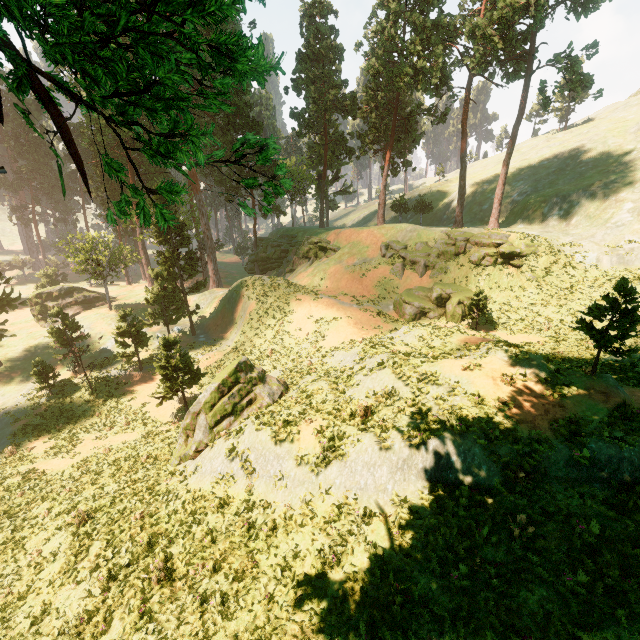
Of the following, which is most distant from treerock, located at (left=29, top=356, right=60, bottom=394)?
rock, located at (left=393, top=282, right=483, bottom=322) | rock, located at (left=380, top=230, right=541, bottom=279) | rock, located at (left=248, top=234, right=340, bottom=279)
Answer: rock, located at (left=393, top=282, right=483, bottom=322)

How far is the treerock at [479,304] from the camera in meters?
26.2

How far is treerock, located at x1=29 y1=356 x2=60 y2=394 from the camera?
26.02m

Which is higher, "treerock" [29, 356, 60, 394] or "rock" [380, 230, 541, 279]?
"rock" [380, 230, 541, 279]

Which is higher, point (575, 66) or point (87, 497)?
point (575, 66)

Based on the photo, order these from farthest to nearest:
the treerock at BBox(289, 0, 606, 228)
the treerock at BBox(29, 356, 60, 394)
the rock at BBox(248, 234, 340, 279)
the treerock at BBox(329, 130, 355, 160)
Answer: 1. the treerock at BBox(329, 130, 355, 160)
2. the rock at BBox(248, 234, 340, 279)
3. the treerock at BBox(289, 0, 606, 228)
4. the treerock at BBox(29, 356, 60, 394)

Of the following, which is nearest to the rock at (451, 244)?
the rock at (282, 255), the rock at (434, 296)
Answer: the rock at (434, 296)

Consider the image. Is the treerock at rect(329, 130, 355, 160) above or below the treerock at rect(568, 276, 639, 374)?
above
